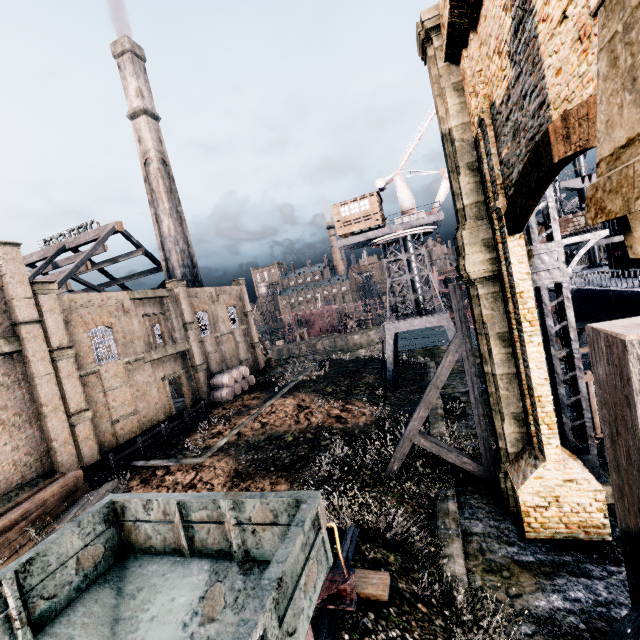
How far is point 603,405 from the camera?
2.1m

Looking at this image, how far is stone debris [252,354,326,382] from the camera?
40.8m

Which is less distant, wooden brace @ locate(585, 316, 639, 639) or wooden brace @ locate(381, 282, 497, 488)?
wooden brace @ locate(585, 316, 639, 639)

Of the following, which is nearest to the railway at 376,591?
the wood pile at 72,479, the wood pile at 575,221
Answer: the wood pile at 72,479

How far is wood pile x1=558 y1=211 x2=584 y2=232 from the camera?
25.4m

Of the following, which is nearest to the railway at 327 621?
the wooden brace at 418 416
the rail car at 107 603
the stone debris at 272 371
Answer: the rail car at 107 603

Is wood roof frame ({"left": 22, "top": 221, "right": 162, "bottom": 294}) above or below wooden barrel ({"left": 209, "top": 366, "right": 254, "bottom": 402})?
above

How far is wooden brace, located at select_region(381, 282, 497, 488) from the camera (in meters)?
13.29
